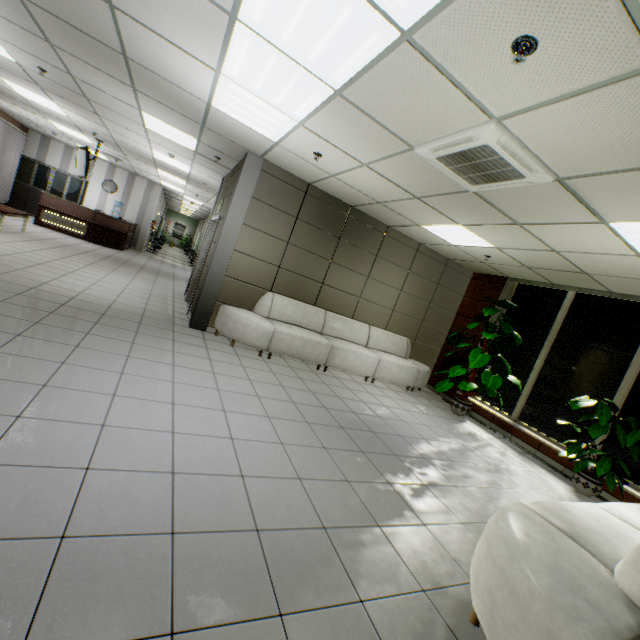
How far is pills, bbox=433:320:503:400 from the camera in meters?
6.2 m

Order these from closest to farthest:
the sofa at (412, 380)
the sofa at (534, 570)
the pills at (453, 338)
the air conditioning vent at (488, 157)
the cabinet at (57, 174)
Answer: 1. the sofa at (534, 570)
2. the air conditioning vent at (488, 157)
3. the sofa at (412, 380)
4. the pills at (453, 338)
5. the cabinet at (57, 174)

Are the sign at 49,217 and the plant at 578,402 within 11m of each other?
no

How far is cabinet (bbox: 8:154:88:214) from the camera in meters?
12.8 m

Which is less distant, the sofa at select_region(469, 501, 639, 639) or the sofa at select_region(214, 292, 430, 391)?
the sofa at select_region(469, 501, 639, 639)

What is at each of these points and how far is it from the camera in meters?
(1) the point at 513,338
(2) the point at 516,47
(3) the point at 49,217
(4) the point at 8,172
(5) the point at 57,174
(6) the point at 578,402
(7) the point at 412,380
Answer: (1) pills, 6.7 m
(2) fire alarm, 1.9 m
(3) sign, 11.3 m
(4) blinds, 12.2 m
(5) cabinet, 13.3 m
(6) plant, 5.0 m
(7) sofa, 7.3 m

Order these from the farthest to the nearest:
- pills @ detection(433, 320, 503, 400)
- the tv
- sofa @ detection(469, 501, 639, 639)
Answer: the tv, pills @ detection(433, 320, 503, 400), sofa @ detection(469, 501, 639, 639)

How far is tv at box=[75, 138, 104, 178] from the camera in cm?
912
